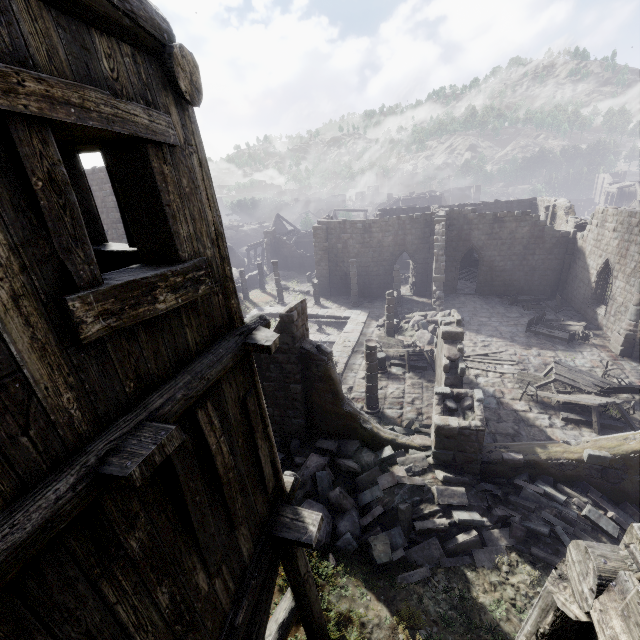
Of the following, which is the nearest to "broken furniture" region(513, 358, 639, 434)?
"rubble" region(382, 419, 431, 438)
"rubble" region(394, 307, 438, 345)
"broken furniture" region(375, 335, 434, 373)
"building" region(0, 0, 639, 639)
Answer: "building" region(0, 0, 639, 639)

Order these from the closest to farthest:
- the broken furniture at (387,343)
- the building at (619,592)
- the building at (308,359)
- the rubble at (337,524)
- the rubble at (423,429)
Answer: the building at (308,359) < the building at (619,592) < the rubble at (337,524) < the rubble at (423,429) < the broken furniture at (387,343)

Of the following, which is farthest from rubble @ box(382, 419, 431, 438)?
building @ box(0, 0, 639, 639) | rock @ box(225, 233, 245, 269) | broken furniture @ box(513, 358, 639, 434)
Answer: rock @ box(225, 233, 245, 269)

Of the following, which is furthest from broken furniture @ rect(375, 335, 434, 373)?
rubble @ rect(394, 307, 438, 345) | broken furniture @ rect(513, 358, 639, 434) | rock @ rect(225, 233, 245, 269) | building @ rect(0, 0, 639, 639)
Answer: rock @ rect(225, 233, 245, 269)

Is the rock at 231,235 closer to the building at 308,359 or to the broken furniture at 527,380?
the building at 308,359

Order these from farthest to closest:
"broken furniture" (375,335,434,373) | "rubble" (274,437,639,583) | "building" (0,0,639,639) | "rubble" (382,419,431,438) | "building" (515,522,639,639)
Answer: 1. "broken furniture" (375,335,434,373)
2. "rubble" (382,419,431,438)
3. "rubble" (274,437,639,583)
4. "building" (515,522,639,639)
5. "building" (0,0,639,639)

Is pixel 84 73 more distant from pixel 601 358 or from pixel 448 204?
pixel 448 204

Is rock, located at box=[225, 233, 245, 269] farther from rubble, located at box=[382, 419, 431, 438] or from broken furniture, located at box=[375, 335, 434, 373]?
rubble, located at box=[382, 419, 431, 438]
